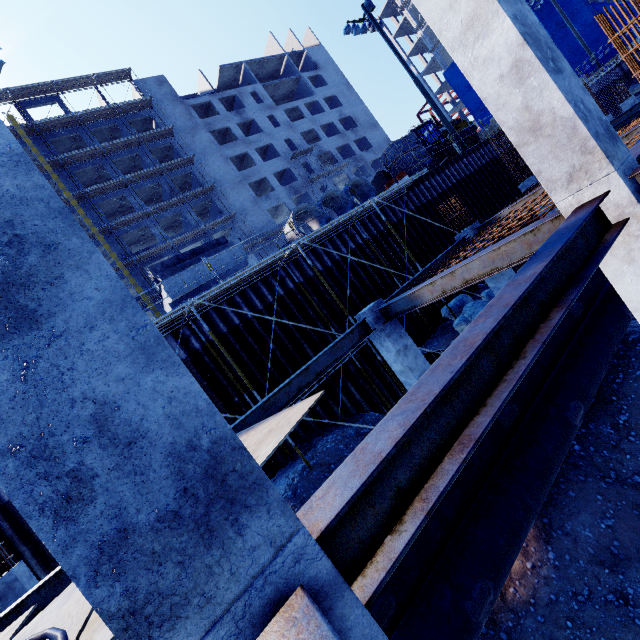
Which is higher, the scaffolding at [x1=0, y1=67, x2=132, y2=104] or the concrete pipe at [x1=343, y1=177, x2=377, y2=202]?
the scaffolding at [x1=0, y1=67, x2=132, y2=104]

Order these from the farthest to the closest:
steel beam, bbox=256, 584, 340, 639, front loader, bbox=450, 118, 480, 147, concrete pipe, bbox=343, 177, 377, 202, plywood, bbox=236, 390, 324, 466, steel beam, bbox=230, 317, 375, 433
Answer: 1. front loader, bbox=450, 118, 480, 147
2. concrete pipe, bbox=343, 177, 377, 202
3. steel beam, bbox=230, 317, 375, 433
4. plywood, bbox=236, 390, 324, 466
5. steel beam, bbox=256, 584, 340, 639

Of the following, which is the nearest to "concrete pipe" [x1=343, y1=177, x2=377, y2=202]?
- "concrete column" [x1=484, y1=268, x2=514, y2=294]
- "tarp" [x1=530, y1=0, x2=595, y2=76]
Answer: "concrete column" [x1=484, y1=268, x2=514, y2=294]

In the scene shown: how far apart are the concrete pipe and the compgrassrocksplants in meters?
5.7

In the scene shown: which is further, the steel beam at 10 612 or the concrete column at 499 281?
the concrete column at 499 281

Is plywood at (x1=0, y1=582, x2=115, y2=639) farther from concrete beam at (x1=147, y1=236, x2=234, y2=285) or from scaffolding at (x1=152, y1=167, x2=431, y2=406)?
concrete beam at (x1=147, y1=236, x2=234, y2=285)

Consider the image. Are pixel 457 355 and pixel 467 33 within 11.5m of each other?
yes

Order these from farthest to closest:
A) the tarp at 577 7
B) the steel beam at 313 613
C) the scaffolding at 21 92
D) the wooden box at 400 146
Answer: the tarp at 577 7 → the scaffolding at 21 92 → the wooden box at 400 146 → the steel beam at 313 613
